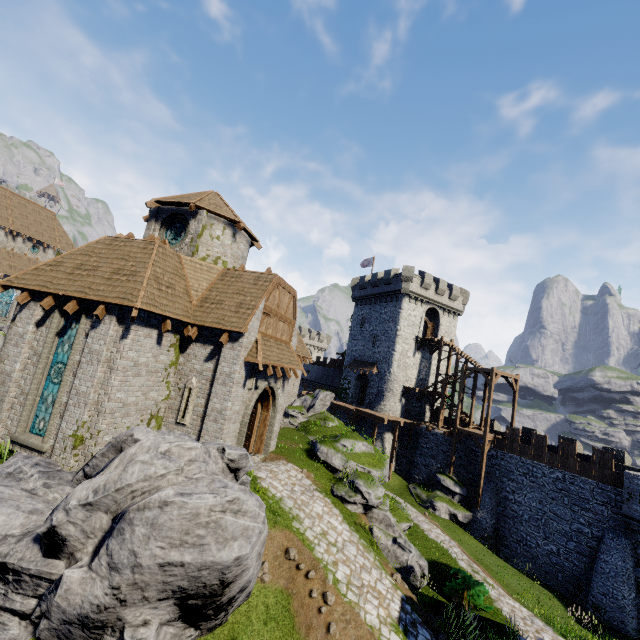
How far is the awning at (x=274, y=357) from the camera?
A: 13.5m

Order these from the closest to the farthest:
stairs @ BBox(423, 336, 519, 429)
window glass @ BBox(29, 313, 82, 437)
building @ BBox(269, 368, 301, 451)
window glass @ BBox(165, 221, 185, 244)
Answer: window glass @ BBox(29, 313, 82, 437) → window glass @ BBox(165, 221, 185, 244) → building @ BBox(269, 368, 301, 451) → stairs @ BBox(423, 336, 519, 429)

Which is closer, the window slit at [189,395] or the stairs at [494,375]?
the window slit at [189,395]

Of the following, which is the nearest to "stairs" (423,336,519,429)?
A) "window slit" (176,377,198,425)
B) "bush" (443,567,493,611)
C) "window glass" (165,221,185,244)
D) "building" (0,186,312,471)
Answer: "building" (0,186,312,471)

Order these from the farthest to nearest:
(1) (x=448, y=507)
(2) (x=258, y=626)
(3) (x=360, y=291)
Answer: (3) (x=360, y=291) → (1) (x=448, y=507) → (2) (x=258, y=626)

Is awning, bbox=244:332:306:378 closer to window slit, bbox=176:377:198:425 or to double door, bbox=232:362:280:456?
double door, bbox=232:362:280:456

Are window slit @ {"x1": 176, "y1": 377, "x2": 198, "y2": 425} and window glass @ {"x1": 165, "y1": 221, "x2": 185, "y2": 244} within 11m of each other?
yes

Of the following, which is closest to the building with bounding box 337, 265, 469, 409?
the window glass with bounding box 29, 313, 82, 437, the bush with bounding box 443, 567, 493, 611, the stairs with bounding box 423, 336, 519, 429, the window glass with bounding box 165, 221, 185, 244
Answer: the stairs with bounding box 423, 336, 519, 429
